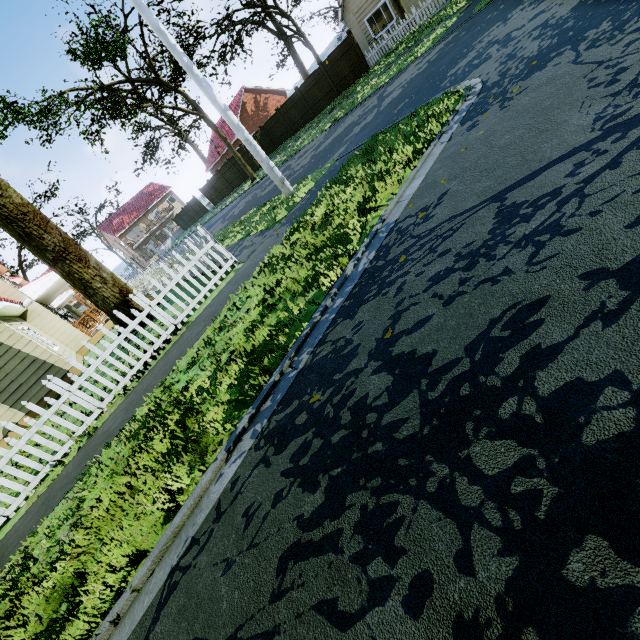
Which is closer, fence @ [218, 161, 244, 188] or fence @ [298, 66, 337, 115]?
→ fence @ [298, 66, 337, 115]

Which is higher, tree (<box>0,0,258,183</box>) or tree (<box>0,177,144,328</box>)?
tree (<box>0,0,258,183</box>)

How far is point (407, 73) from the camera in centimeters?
1109cm

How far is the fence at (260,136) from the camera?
29.3m

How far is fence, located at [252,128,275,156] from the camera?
29.3m

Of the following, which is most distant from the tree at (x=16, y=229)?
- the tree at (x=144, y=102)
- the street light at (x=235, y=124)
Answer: the street light at (x=235, y=124)

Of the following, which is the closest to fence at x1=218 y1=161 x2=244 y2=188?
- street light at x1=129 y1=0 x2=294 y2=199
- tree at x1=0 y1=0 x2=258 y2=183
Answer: tree at x1=0 y1=0 x2=258 y2=183
